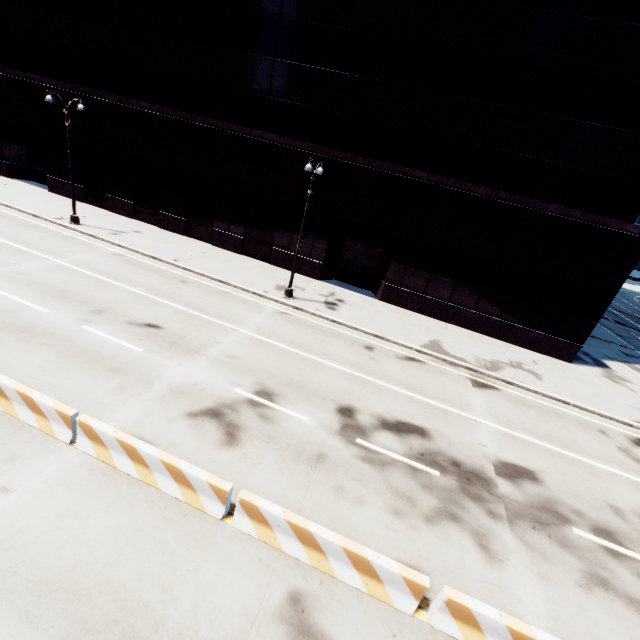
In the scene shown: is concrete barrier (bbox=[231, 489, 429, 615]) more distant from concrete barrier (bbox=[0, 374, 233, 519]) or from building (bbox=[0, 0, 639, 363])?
building (bbox=[0, 0, 639, 363])

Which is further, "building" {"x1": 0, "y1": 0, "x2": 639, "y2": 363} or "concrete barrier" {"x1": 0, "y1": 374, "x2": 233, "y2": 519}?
"building" {"x1": 0, "y1": 0, "x2": 639, "y2": 363}

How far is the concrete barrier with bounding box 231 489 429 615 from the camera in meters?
6.1 m

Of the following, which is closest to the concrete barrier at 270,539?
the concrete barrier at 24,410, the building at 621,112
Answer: the concrete barrier at 24,410

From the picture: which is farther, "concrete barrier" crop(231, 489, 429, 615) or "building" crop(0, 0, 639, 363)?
"building" crop(0, 0, 639, 363)

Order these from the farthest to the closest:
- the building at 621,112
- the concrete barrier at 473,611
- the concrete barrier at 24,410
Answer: the building at 621,112
the concrete barrier at 24,410
the concrete barrier at 473,611

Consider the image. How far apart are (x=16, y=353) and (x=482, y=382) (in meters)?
18.31

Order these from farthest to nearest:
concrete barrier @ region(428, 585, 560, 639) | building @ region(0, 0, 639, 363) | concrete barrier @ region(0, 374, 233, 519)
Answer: building @ region(0, 0, 639, 363) < concrete barrier @ region(0, 374, 233, 519) < concrete barrier @ region(428, 585, 560, 639)
